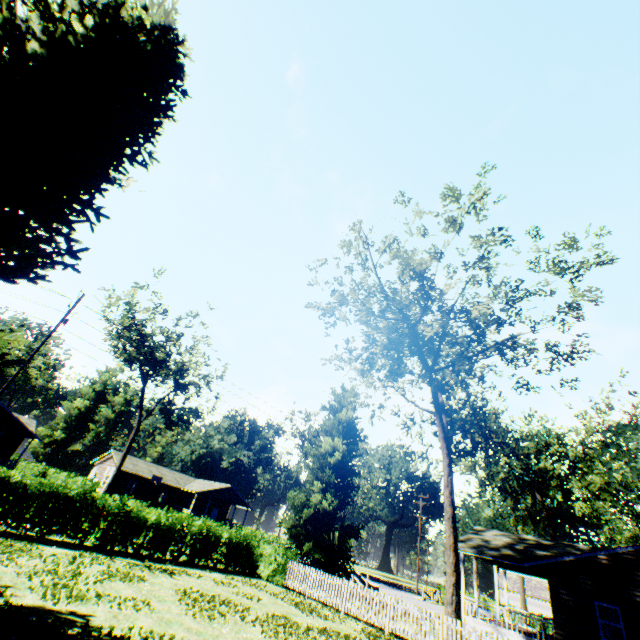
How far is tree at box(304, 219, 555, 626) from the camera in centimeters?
1688cm

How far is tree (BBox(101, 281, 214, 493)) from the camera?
33.38m

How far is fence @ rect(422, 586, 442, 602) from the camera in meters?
37.9

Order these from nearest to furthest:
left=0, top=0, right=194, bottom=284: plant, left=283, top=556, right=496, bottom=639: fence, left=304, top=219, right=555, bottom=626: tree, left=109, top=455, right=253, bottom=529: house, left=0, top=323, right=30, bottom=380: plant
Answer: left=0, top=323, right=30, bottom=380: plant → left=0, top=0, right=194, bottom=284: plant → left=283, top=556, right=496, bottom=639: fence → left=304, top=219, right=555, bottom=626: tree → left=109, top=455, right=253, bottom=529: house

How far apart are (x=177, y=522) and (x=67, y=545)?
5.16m

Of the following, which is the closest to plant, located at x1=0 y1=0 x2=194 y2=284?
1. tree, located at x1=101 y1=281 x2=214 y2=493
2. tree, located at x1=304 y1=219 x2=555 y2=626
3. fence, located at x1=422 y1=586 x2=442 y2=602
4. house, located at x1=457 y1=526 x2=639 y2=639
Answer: house, located at x1=457 y1=526 x2=639 y2=639

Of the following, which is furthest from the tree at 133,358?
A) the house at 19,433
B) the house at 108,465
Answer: the house at 108,465

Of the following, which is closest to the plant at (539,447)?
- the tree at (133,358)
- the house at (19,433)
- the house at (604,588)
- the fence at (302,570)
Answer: the fence at (302,570)
